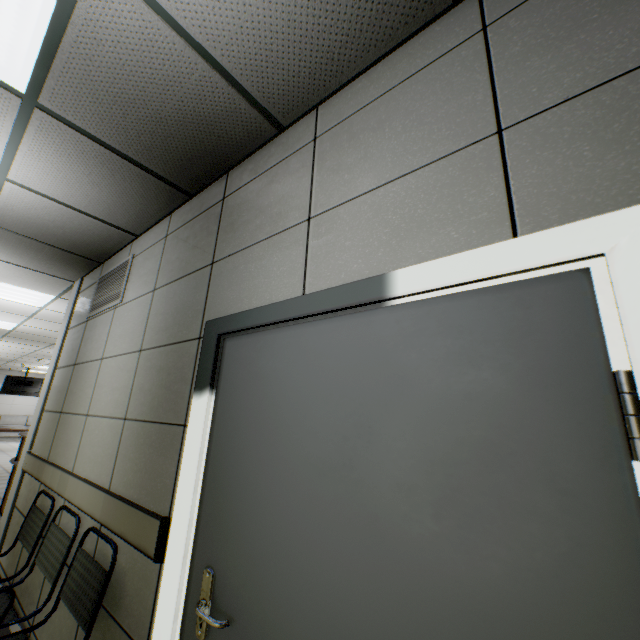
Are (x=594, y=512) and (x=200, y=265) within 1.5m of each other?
no

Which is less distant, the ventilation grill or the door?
the door

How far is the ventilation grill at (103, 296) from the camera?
3.0 meters

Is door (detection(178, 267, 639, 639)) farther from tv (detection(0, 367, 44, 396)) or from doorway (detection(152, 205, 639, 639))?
tv (detection(0, 367, 44, 396))

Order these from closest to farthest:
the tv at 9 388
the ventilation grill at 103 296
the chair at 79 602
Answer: the chair at 79 602, the ventilation grill at 103 296, the tv at 9 388

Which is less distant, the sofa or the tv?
the tv

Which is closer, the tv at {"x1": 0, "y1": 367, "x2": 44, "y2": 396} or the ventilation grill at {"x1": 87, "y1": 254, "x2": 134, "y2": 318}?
the ventilation grill at {"x1": 87, "y1": 254, "x2": 134, "y2": 318}

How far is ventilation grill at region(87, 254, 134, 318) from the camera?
3.01m
